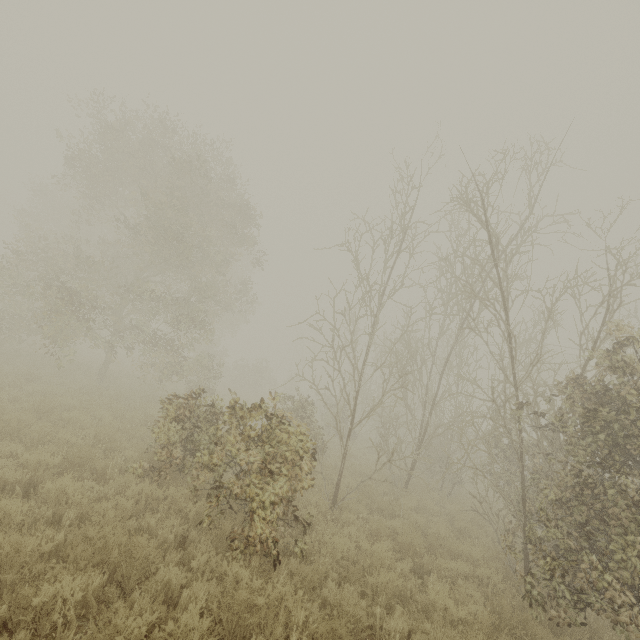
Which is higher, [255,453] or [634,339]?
[634,339]
